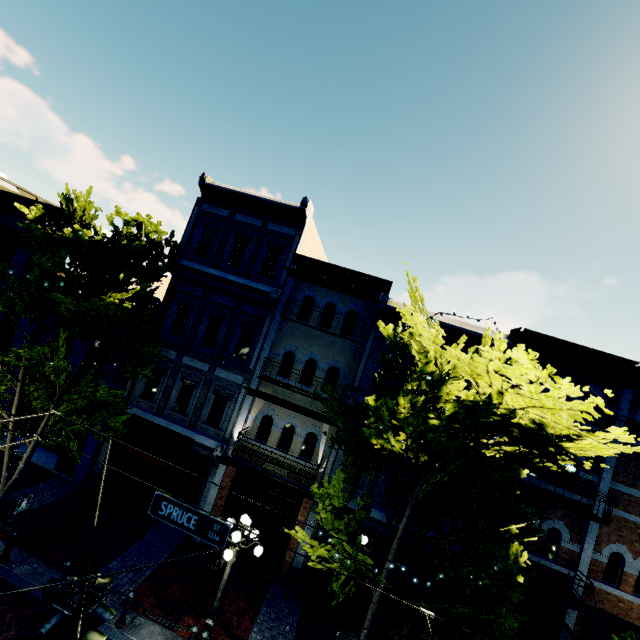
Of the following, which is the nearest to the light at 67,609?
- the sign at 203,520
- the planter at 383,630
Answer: the sign at 203,520

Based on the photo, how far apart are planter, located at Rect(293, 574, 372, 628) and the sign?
7.29m

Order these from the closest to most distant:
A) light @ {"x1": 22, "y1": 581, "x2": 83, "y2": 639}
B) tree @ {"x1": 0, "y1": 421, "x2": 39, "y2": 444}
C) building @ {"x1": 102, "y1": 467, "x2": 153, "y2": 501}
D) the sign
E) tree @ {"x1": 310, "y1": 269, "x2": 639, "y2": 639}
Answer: light @ {"x1": 22, "y1": 581, "x2": 83, "y2": 639}, tree @ {"x1": 310, "y1": 269, "x2": 639, "y2": 639}, the sign, tree @ {"x1": 0, "y1": 421, "x2": 39, "y2": 444}, building @ {"x1": 102, "y1": 467, "x2": 153, "y2": 501}

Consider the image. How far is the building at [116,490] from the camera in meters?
13.5 m

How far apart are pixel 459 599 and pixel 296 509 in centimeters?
737cm

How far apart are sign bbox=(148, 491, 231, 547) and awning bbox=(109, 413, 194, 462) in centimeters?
565cm

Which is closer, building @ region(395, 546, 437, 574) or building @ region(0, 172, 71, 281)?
building @ region(395, 546, 437, 574)

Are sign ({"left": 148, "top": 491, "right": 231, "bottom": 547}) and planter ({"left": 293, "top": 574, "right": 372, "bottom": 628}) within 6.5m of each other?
no
